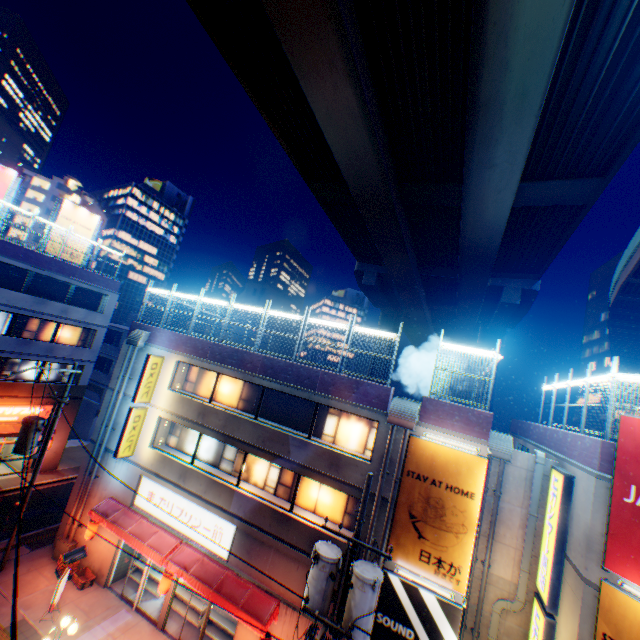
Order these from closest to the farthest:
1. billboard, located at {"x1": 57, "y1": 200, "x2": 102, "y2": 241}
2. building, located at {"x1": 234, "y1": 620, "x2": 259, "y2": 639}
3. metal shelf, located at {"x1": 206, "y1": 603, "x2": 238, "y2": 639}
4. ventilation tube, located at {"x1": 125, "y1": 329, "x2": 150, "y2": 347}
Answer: building, located at {"x1": 234, "y1": 620, "x2": 259, "y2": 639}
metal shelf, located at {"x1": 206, "y1": 603, "x2": 238, "y2": 639}
ventilation tube, located at {"x1": 125, "y1": 329, "x2": 150, "y2": 347}
billboard, located at {"x1": 57, "y1": 200, "x2": 102, "y2": 241}

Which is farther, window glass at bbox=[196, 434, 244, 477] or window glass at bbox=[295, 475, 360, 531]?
window glass at bbox=[196, 434, 244, 477]

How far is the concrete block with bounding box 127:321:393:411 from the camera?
13.1 meters

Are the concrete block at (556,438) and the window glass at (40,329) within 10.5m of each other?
no

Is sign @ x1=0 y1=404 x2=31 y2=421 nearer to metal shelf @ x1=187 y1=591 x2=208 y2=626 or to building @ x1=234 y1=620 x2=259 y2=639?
building @ x1=234 y1=620 x2=259 y2=639

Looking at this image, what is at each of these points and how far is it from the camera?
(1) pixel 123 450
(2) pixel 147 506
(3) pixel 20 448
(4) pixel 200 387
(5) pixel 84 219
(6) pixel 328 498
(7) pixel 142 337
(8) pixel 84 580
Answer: (1) sign, 16.23m
(2) sign, 16.03m
(3) electric pole, 14.77m
(4) window glass, 17.52m
(5) billboard, 25.88m
(6) window glass, 13.70m
(7) ventilation tube, 18.08m
(8) plastic crate, 15.20m

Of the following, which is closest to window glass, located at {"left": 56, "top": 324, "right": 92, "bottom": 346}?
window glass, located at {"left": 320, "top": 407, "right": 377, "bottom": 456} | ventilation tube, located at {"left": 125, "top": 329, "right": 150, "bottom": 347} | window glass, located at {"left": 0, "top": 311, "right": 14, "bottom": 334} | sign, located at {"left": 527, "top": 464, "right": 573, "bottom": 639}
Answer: window glass, located at {"left": 0, "top": 311, "right": 14, "bottom": 334}

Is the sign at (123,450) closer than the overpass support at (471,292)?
No
